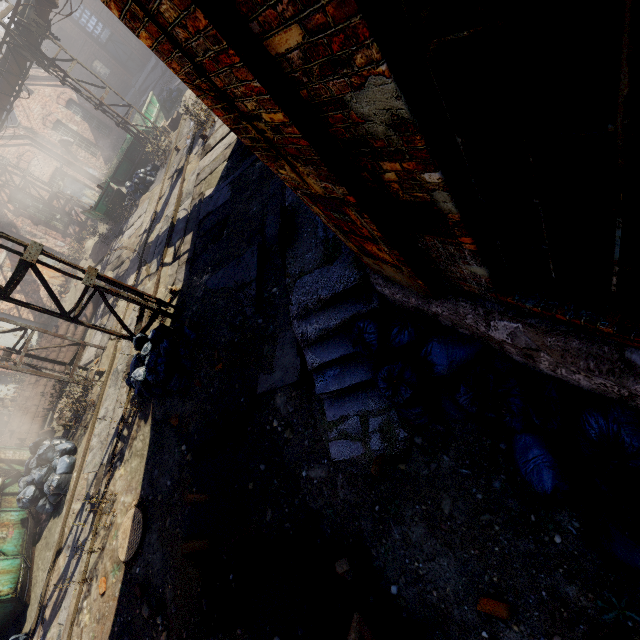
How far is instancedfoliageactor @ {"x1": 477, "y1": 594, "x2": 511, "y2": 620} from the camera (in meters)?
2.59

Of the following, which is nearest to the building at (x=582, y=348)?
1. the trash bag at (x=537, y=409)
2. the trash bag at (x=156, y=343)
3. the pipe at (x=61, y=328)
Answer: the trash bag at (x=537, y=409)

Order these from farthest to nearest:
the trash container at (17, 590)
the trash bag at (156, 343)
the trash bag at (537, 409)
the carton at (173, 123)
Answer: the carton at (173, 123) → the trash container at (17, 590) → the trash bag at (156, 343) → the trash bag at (537, 409)

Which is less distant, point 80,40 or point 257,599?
point 257,599

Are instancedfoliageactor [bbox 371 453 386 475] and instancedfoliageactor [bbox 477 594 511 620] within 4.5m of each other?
yes

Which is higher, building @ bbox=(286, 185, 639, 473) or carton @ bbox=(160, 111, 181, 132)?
carton @ bbox=(160, 111, 181, 132)

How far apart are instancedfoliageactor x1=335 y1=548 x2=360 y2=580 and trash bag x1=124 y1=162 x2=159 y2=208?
17.8m

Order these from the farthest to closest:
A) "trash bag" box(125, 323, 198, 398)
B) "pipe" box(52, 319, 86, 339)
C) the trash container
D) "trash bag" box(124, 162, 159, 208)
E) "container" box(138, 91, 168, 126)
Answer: "container" box(138, 91, 168, 126) → "trash bag" box(124, 162, 159, 208) → "pipe" box(52, 319, 86, 339) → the trash container → "trash bag" box(125, 323, 198, 398)
